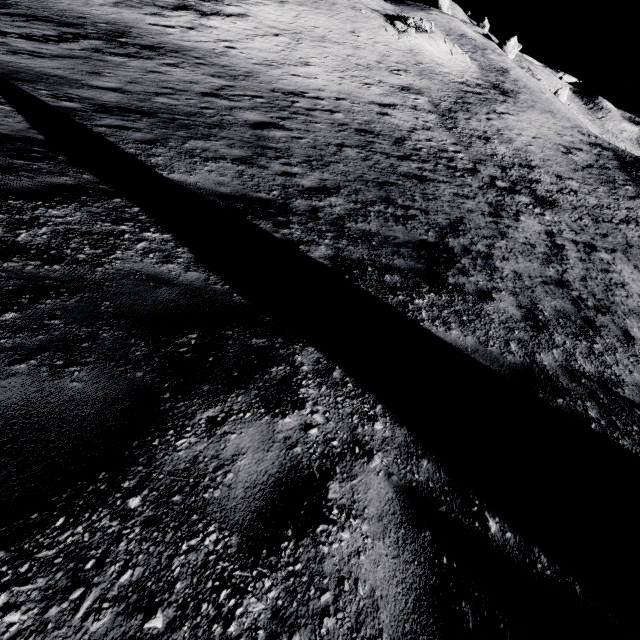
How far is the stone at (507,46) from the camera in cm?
5712

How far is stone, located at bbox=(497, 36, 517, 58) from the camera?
57.1m

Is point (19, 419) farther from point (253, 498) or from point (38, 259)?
point (38, 259)
